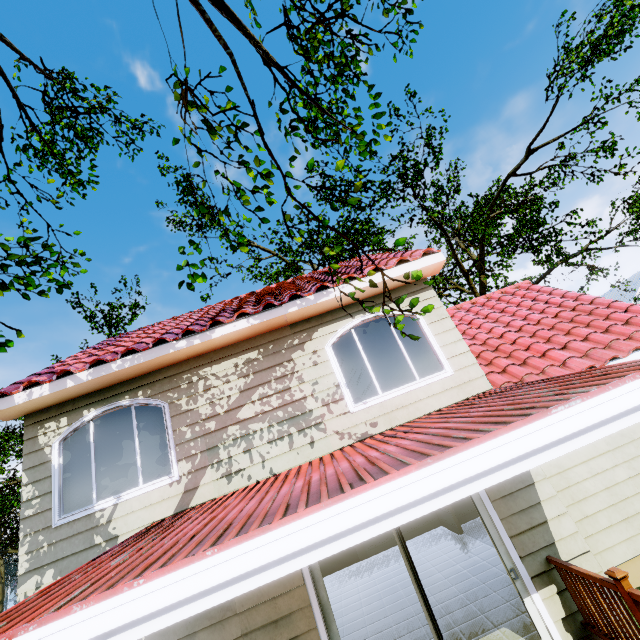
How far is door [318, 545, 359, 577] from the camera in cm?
1102

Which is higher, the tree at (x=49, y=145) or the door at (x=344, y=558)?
the tree at (x=49, y=145)

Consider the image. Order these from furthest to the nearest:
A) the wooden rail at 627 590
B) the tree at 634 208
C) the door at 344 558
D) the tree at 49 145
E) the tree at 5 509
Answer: the tree at 5 509 < the tree at 634 208 < the door at 344 558 < the tree at 49 145 < the wooden rail at 627 590

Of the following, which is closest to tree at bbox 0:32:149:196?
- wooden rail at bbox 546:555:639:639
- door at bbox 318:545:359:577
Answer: door at bbox 318:545:359:577

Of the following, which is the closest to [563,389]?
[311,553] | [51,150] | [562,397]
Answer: [562,397]

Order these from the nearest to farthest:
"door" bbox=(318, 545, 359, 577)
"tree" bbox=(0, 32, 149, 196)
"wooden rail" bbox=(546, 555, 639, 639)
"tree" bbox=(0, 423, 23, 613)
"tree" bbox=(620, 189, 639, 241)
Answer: "wooden rail" bbox=(546, 555, 639, 639)
"tree" bbox=(0, 32, 149, 196)
"door" bbox=(318, 545, 359, 577)
"tree" bbox=(620, 189, 639, 241)
"tree" bbox=(0, 423, 23, 613)

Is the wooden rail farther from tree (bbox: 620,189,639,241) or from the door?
tree (bbox: 620,189,639,241)
